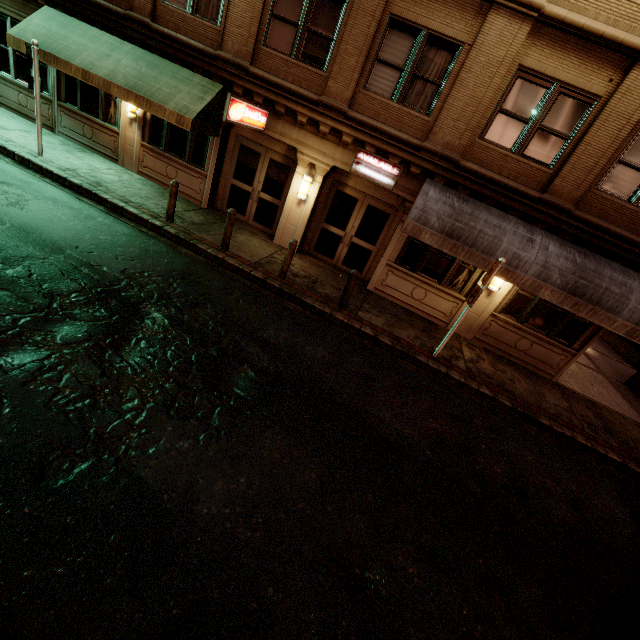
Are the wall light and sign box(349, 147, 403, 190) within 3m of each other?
yes

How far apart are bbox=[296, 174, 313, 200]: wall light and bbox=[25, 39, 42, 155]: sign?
8.1 meters

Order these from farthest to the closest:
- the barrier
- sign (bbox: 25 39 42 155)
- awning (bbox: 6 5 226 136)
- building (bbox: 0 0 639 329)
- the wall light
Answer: the wall light → awning (bbox: 6 5 226 136) → sign (bbox: 25 39 42 155) → building (bbox: 0 0 639 329) → the barrier

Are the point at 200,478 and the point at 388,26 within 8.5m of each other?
no

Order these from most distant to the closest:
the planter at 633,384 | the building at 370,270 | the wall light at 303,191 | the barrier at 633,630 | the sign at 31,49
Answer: the planter at 633,384 → the wall light at 303,191 → the sign at 31,49 → the building at 370,270 → the barrier at 633,630

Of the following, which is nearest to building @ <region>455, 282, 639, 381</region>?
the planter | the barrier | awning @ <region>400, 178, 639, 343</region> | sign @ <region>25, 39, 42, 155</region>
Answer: awning @ <region>400, 178, 639, 343</region>

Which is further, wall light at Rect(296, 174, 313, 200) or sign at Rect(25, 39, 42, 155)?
wall light at Rect(296, 174, 313, 200)

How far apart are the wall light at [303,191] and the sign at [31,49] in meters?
8.1 m
